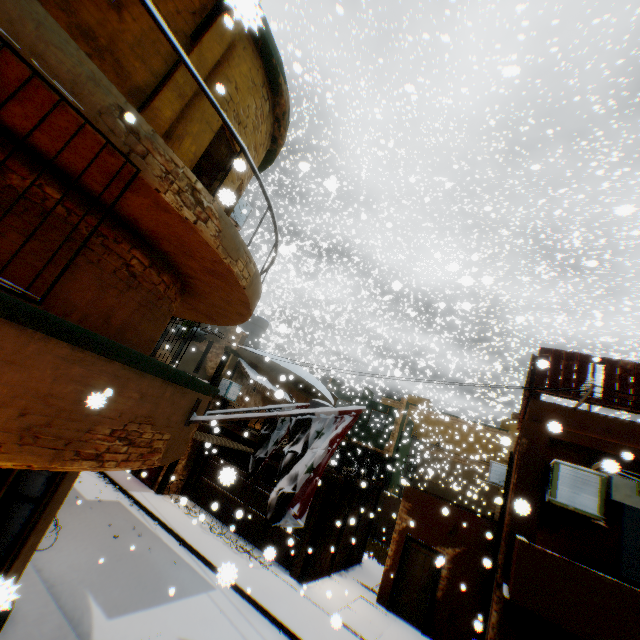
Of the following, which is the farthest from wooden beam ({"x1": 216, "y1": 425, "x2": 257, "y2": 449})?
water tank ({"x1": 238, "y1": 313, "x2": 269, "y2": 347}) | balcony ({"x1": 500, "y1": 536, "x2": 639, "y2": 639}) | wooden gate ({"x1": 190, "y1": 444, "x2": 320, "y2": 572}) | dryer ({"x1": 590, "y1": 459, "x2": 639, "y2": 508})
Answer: water tank ({"x1": 238, "y1": 313, "x2": 269, "y2": 347})

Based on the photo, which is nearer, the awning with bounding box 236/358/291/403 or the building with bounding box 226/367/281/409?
the awning with bounding box 236/358/291/403

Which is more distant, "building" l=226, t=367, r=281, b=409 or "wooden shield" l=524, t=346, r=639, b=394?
"building" l=226, t=367, r=281, b=409

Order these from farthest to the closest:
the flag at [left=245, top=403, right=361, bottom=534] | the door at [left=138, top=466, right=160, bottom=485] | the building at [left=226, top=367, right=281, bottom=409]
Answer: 1. the building at [left=226, top=367, right=281, bottom=409]
2. the door at [left=138, top=466, right=160, bottom=485]
3. the flag at [left=245, top=403, right=361, bottom=534]

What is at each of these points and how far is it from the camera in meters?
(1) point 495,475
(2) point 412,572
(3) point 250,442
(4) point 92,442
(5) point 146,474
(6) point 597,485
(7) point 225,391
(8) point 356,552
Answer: (1) air conditioner, 12.8 m
(2) door, 11.8 m
(3) wooden beam, 14.4 m
(4) building, 3.5 m
(5) door, 7.8 m
(6) air conditioner, 6.2 m
(7) air conditioner, 15.2 m
(8) building, 14.9 m

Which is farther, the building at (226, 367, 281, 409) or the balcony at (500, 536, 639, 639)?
the building at (226, 367, 281, 409)

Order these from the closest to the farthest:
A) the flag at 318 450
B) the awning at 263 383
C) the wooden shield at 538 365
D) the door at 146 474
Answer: the flag at 318 450 → the wooden shield at 538 365 → the awning at 263 383 → the door at 146 474

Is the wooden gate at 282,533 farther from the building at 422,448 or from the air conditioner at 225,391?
the air conditioner at 225,391
